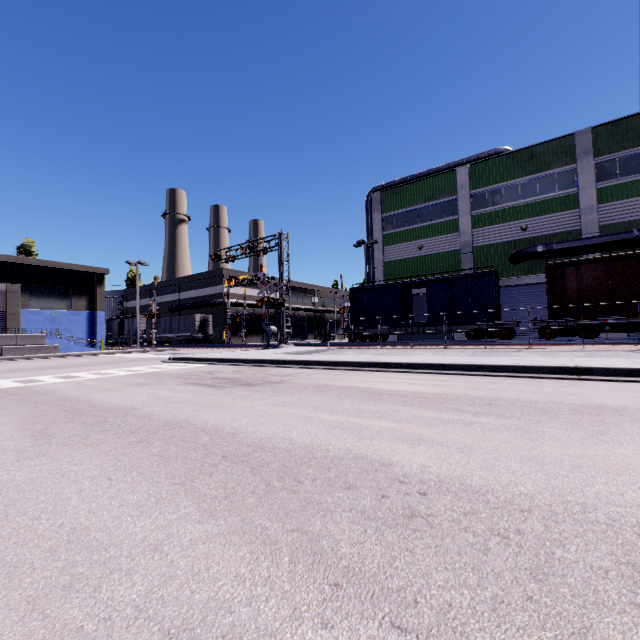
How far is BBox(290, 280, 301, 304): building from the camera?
57.81m

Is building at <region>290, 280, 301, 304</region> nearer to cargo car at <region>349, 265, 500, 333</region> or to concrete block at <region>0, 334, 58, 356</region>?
concrete block at <region>0, 334, 58, 356</region>

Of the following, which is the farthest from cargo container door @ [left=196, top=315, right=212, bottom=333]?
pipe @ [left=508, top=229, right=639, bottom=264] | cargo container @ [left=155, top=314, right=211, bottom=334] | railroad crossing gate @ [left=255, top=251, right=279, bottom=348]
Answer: pipe @ [left=508, top=229, right=639, bottom=264]

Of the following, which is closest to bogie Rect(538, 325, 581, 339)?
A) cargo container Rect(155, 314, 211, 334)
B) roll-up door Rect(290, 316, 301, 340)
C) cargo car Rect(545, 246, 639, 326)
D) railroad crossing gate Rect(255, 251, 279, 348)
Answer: cargo car Rect(545, 246, 639, 326)

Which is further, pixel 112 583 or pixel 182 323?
pixel 182 323

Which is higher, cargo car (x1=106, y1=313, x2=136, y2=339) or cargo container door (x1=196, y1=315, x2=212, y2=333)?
cargo car (x1=106, y1=313, x2=136, y2=339)

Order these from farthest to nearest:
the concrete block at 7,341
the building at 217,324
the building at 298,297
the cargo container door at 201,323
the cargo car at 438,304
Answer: the building at 298,297, the building at 217,324, the cargo container door at 201,323, the concrete block at 7,341, the cargo car at 438,304

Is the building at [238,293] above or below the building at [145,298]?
below
